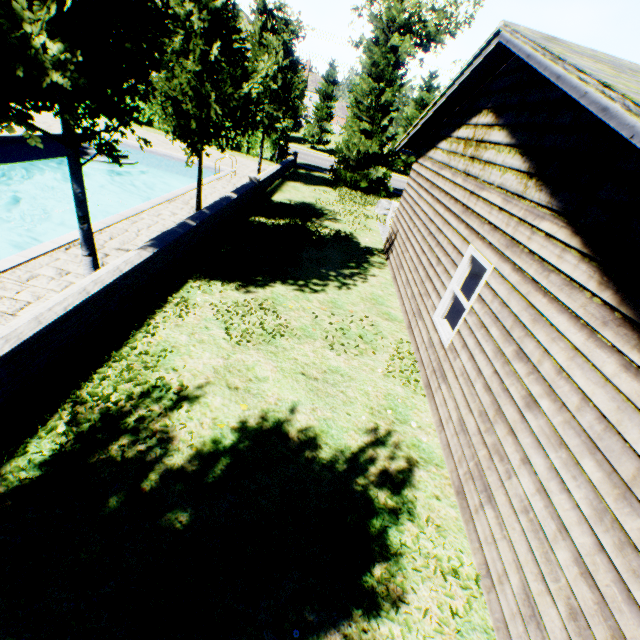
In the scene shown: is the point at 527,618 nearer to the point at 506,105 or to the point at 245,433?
the point at 245,433

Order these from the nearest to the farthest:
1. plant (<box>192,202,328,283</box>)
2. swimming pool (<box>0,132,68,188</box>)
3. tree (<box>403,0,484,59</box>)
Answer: plant (<box>192,202,328,283</box>) < swimming pool (<box>0,132,68,188</box>) < tree (<box>403,0,484,59</box>)

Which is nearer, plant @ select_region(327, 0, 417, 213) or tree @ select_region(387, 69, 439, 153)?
plant @ select_region(327, 0, 417, 213)

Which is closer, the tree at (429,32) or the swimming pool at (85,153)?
the swimming pool at (85,153)

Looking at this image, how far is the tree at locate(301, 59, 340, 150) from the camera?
35.6m

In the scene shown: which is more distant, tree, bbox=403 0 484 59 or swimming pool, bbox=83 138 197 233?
tree, bbox=403 0 484 59

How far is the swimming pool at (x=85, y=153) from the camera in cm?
1656

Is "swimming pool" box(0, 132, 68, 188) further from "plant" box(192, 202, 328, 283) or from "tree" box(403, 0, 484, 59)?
"plant" box(192, 202, 328, 283)
